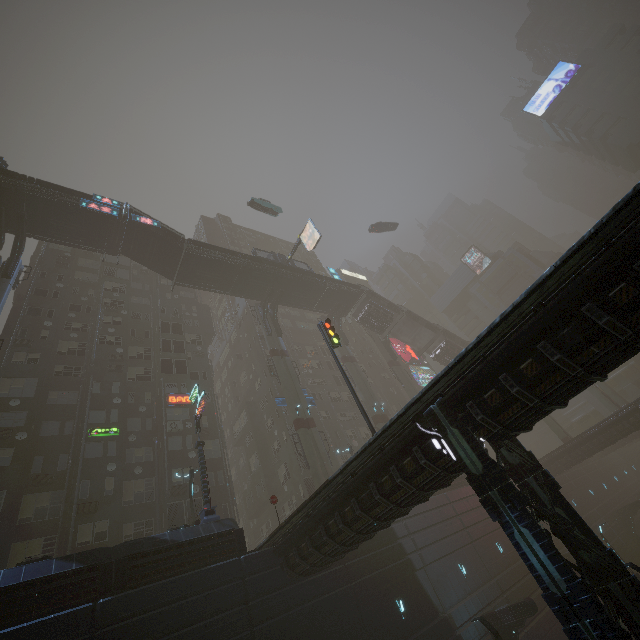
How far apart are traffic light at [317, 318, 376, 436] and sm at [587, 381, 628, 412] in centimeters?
4146cm

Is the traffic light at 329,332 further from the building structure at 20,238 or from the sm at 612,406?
the sm at 612,406

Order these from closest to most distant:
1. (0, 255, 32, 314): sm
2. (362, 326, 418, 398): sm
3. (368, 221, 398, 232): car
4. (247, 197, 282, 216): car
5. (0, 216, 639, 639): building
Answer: (0, 216, 639, 639): building → (0, 255, 32, 314): sm → (247, 197, 282, 216): car → (362, 326, 418, 398): sm → (368, 221, 398, 232): car

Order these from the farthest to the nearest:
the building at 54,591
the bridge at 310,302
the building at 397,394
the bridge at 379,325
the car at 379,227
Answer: the building at 397,394 < the car at 379,227 < the bridge at 379,325 < the bridge at 310,302 < the building at 54,591

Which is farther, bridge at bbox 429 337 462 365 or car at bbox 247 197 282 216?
bridge at bbox 429 337 462 365

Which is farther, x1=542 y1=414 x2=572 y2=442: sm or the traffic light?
x1=542 y1=414 x2=572 y2=442: sm

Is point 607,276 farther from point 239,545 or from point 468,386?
point 239,545

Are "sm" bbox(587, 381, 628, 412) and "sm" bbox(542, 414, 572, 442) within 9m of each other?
yes
